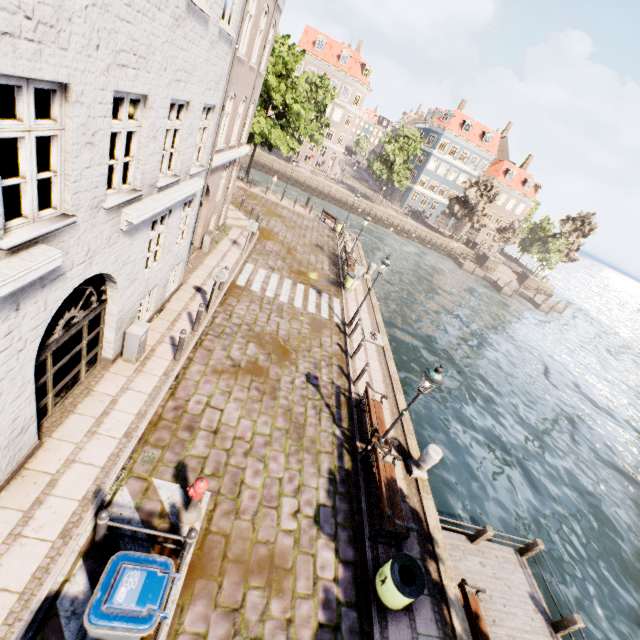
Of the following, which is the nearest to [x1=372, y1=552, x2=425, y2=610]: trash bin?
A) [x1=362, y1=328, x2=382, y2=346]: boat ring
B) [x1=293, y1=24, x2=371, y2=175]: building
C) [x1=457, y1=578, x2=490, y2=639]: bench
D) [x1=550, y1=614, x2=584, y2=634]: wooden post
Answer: [x1=457, y1=578, x2=490, y2=639]: bench

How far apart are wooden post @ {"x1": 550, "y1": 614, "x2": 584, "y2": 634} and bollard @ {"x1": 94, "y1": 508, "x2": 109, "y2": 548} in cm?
1196

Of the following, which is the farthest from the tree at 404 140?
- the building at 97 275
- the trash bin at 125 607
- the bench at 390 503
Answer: the trash bin at 125 607

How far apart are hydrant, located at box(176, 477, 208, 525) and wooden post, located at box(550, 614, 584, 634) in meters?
10.5

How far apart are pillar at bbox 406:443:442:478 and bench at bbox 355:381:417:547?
0.91m

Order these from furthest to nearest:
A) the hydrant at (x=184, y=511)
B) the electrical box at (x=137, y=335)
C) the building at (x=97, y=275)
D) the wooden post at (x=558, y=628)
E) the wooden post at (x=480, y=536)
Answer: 1. the wooden post at (x=480, y=536)
2. the wooden post at (x=558, y=628)
3. the electrical box at (x=137, y=335)
4. the hydrant at (x=184, y=511)
5. the building at (x=97, y=275)

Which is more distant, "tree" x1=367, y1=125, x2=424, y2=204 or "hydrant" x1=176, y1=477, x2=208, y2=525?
"tree" x1=367, y1=125, x2=424, y2=204

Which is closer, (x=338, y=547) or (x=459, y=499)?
(x=338, y=547)
